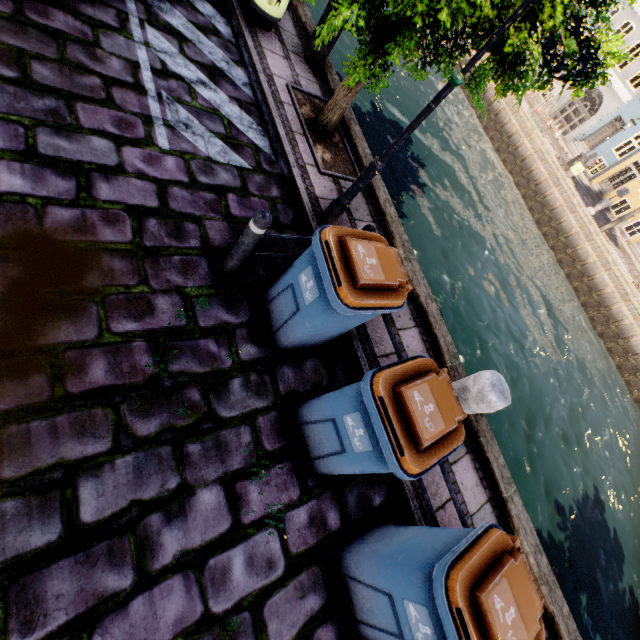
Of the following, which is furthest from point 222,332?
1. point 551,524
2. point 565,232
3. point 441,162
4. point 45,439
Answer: point 565,232

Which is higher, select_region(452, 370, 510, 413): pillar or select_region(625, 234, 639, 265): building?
select_region(452, 370, 510, 413): pillar

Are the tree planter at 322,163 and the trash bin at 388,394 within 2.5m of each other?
no

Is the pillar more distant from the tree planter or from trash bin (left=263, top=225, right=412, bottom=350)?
the tree planter

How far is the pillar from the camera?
3.68m

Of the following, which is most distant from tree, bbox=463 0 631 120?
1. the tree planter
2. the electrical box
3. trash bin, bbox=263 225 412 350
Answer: trash bin, bbox=263 225 412 350

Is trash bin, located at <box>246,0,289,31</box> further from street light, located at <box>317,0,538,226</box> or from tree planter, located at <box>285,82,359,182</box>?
street light, located at <box>317,0,538,226</box>

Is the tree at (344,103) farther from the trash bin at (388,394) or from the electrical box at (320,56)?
the trash bin at (388,394)
